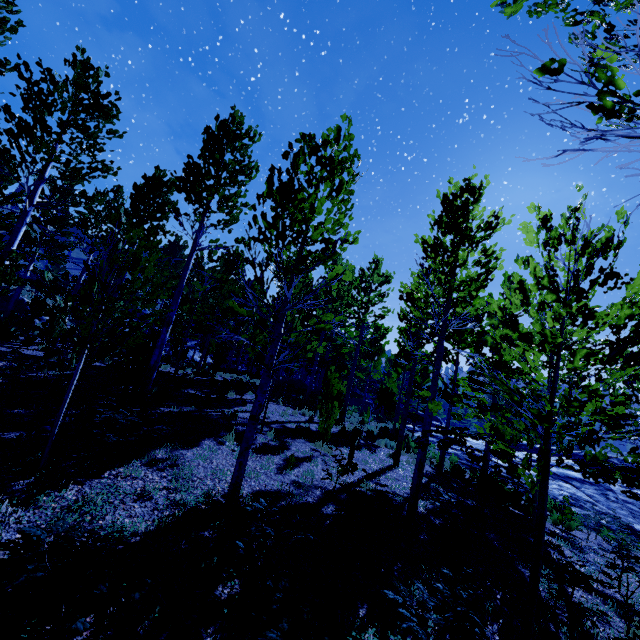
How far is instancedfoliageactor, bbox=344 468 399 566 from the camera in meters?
4.7

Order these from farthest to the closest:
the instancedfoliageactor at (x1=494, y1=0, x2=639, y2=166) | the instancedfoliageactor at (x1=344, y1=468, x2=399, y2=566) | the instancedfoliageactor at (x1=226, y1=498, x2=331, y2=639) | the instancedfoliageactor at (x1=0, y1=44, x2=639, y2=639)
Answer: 1. the instancedfoliageactor at (x1=344, y1=468, x2=399, y2=566)
2. the instancedfoliageactor at (x1=0, y1=44, x2=639, y2=639)
3. the instancedfoliageactor at (x1=226, y1=498, x2=331, y2=639)
4. the instancedfoliageactor at (x1=494, y1=0, x2=639, y2=166)

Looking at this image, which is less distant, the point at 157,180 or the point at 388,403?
the point at 157,180

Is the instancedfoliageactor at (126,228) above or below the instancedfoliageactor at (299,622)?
above

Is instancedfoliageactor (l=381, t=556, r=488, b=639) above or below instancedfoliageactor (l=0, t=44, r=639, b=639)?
below

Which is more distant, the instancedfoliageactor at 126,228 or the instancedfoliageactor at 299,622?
the instancedfoliageactor at 126,228
